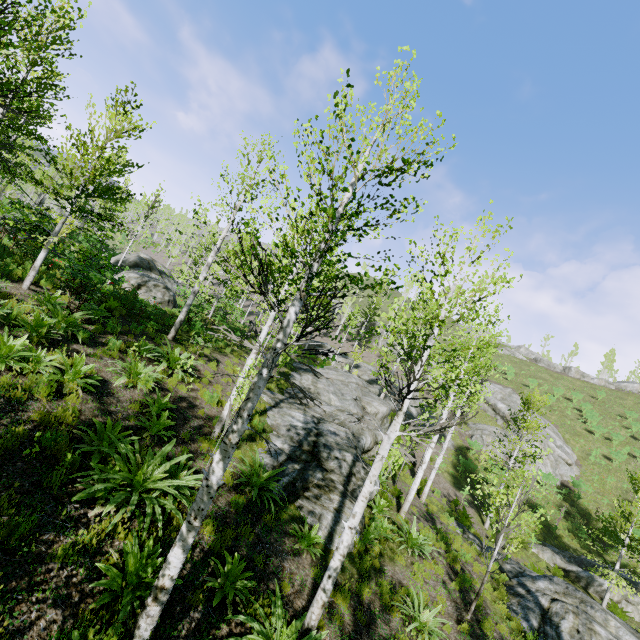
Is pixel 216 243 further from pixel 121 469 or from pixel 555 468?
pixel 555 468

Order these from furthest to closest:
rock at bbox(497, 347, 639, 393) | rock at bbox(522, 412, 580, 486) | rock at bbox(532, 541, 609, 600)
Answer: rock at bbox(497, 347, 639, 393) → rock at bbox(522, 412, 580, 486) → rock at bbox(532, 541, 609, 600)

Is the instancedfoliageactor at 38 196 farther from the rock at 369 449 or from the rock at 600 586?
the rock at 600 586

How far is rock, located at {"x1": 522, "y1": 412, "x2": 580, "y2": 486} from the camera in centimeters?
2884cm

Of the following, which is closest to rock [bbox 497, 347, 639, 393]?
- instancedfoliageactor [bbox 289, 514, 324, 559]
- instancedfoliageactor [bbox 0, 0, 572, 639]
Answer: instancedfoliageactor [bbox 0, 0, 572, 639]

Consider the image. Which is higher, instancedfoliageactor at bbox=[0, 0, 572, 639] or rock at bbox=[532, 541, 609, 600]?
instancedfoliageactor at bbox=[0, 0, 572, 639]

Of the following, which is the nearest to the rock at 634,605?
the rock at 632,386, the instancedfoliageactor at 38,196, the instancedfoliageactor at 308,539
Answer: the instancedfoliageactor at 38,196
